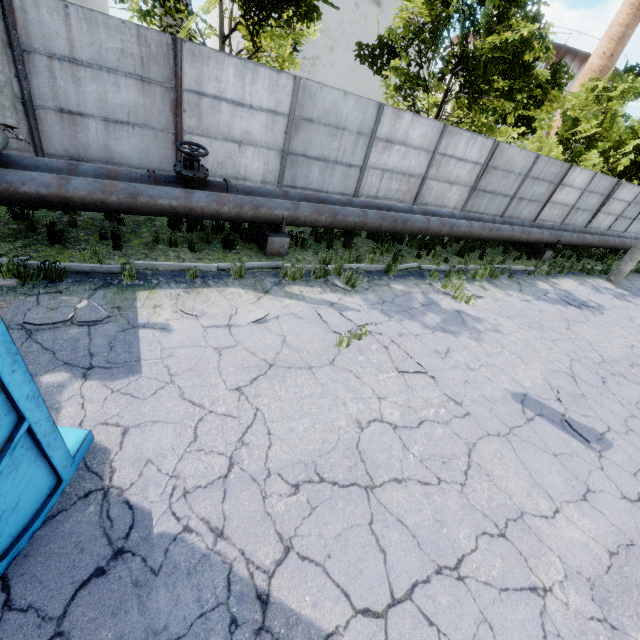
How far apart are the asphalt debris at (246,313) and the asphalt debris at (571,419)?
5.4 meters

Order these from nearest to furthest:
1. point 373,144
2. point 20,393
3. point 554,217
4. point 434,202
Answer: point 20,393 < point 373,144 < point 434,202 < point 554,217

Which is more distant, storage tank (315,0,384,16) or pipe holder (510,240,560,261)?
storage tank (315,0,384,16)

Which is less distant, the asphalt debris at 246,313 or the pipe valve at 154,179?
the asphalt debris at 246,313

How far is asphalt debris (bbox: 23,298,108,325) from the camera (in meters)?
4.38

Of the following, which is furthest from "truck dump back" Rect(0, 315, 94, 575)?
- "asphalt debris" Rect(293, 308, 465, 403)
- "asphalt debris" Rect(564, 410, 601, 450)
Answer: "asphalt debris" Rect(564, 410, 601, 450)

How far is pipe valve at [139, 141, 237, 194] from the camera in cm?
669

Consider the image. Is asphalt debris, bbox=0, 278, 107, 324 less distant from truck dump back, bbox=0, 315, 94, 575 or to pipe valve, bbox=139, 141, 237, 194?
truck dump back, bbox=0, 315, 94, 575
